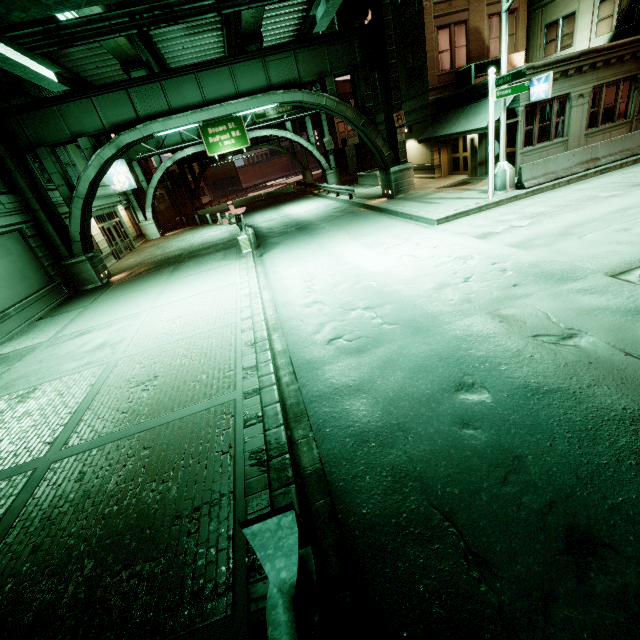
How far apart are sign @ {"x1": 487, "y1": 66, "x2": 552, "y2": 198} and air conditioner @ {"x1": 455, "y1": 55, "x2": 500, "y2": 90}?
7.4 meters

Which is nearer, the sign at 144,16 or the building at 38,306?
the sign at 144,16

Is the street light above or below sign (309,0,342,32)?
below

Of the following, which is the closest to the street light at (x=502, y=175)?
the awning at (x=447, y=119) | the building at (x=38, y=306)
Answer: the awning at (x=447, y=119)

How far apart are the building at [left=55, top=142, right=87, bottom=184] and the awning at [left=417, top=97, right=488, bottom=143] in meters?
22.7 m

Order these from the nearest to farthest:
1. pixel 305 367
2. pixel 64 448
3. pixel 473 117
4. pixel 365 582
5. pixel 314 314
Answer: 1. pixel 365 582
2. pixel 64 448
3. pixel 305 367
4. pixel 314 314
5. pixel 473 117

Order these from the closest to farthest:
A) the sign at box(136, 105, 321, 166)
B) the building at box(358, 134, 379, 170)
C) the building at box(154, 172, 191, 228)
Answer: the sign at box(136, 105, 321, 166), the building at box(358, 134, 379, 170), the building at box(154, 172, 191, 228)

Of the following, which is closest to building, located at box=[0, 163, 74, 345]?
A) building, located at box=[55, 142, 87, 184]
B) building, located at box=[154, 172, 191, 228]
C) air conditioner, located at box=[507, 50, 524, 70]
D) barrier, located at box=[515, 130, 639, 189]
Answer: building, located at box=[55, 142, 87, 184]
